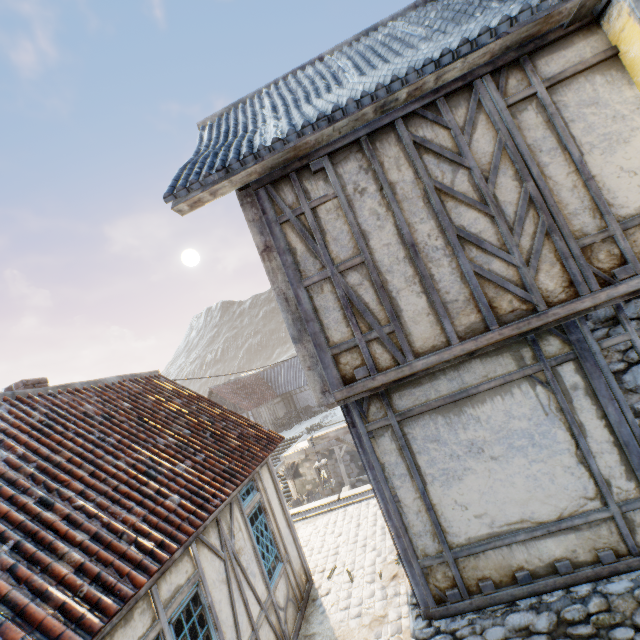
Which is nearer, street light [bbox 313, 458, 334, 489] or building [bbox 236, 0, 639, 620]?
building [bbox 236, 0, 639, 620]

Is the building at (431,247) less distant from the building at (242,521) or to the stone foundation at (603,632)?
the stone foundation at (603,632)

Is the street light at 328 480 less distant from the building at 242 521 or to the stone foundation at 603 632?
the stone foundation at 603 632

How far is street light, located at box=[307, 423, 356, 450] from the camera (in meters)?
7.14

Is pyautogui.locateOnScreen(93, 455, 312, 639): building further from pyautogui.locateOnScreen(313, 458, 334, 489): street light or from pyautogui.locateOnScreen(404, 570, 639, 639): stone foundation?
pyautogui.locateOnScreen(404, 570, 639, 639): stone foundation

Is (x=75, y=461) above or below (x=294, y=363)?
below

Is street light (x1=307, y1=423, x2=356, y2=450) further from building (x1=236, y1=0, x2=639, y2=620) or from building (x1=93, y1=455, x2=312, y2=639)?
building (x1=93, y1=455, x2=312, y2=639)
